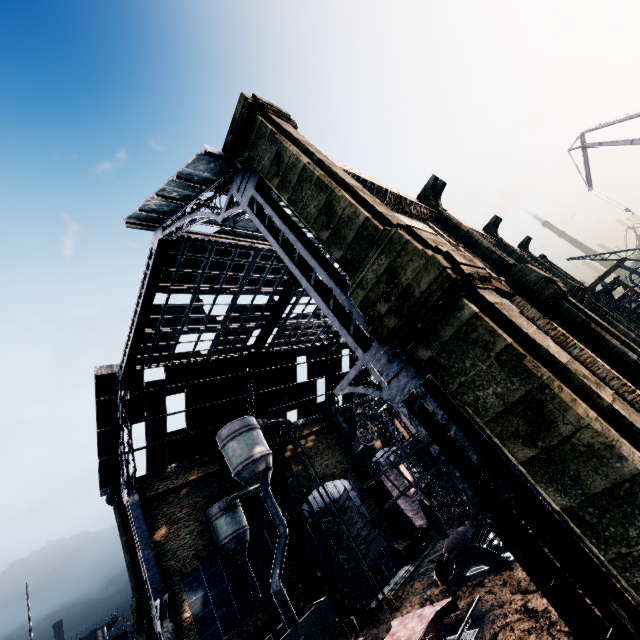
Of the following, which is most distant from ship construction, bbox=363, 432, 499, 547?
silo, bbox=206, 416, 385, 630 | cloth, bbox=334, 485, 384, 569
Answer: cloth, bbox=334, 485, 384, 569

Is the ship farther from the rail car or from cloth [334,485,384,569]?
the rail car

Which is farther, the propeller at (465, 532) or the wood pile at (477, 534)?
the wood pile at (477, 534)

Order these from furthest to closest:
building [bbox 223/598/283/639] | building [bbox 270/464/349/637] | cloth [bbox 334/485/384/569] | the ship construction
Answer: cloth [bbox 334/485/384/569] → building [bbox 270/464/349/637] → building [bbox 223/598/283/639] → the ship construction

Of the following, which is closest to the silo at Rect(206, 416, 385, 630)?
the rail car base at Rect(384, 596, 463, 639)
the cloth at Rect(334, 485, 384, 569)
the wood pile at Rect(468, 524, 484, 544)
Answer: the cloth at Rect(334, 485, 384, 569)

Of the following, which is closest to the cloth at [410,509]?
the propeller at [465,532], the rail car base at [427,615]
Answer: the propeller at [465,532]

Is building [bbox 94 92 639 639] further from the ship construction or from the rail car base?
the rail car base

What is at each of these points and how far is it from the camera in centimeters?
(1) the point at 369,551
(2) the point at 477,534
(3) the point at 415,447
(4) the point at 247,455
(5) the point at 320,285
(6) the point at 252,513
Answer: (1) cloth, 3145cm
(2) wood pile, 2631cm
(3) ship construction, 3097cm
(4) silo, 2691cm
(5) building, 1032cm
(6) building, 3011cm
